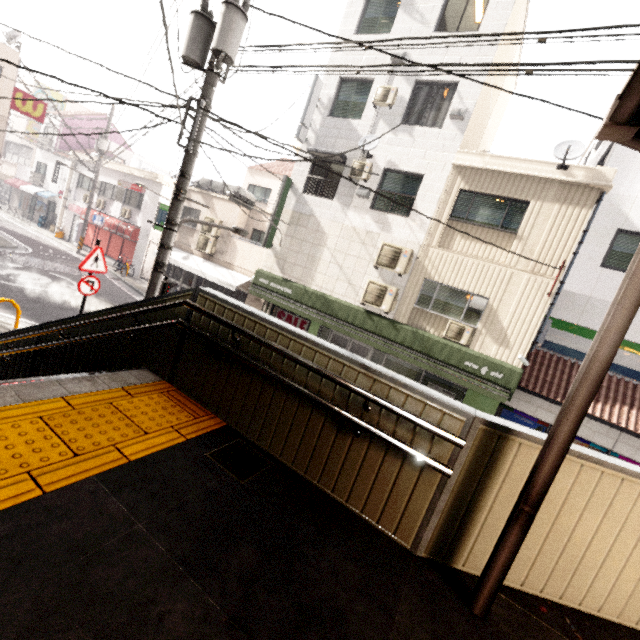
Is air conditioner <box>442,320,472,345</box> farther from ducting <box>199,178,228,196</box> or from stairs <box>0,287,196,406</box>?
ducting <box>199,178,228,196</box>

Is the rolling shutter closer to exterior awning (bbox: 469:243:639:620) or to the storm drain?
the storm drain

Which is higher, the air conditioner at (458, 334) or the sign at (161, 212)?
the sign at (161, 212)

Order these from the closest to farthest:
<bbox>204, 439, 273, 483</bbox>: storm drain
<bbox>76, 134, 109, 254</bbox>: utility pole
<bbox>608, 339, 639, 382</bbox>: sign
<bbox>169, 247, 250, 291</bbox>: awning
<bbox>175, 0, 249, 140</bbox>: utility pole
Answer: <bbox>204, 439, 273, 483</bbox>: storm drain, <bbox>175, 0, 249, 140</bbox>: utility pole, <bbox>608, 339, 639, 382</bbox>: sign, <bbox>169, 247, 250, 291</bbox>: awning, <bbox>76, 134, 109, 254</bbox>: utility pole

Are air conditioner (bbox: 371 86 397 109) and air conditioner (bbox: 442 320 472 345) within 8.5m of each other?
yes

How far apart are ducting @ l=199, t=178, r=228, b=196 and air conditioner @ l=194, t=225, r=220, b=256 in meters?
1.3 m

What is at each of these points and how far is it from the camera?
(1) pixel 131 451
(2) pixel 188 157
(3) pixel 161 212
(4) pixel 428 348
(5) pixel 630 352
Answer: (1) groundtactileadastrip, 2.51m
(2) utility pole, 5.73m
(3) sign, 17.05m
(4) awning, 10.28m
(5) sign, 9.09m

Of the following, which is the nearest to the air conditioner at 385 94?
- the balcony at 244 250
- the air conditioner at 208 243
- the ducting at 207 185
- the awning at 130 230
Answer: the balcony at 244 250
